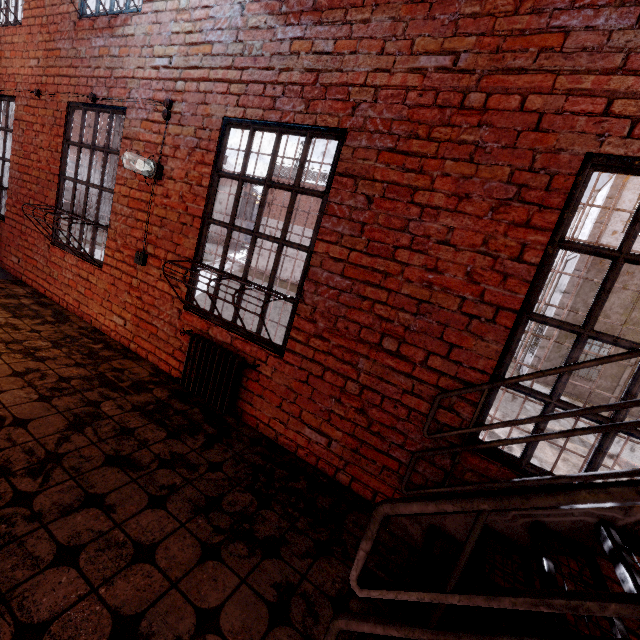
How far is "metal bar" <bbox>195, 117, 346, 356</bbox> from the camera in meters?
2.8

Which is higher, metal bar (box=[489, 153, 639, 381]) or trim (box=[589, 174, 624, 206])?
trim (box=[589, 174, 624, 206])

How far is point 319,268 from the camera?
2.74m

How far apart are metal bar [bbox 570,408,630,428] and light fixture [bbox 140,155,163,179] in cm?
371

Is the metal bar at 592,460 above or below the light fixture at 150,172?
below

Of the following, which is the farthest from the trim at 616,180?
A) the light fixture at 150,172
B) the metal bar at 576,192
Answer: the light fixture at 150,172

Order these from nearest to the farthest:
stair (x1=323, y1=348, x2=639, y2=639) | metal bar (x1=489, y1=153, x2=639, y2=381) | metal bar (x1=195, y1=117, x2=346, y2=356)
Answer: stair (x1=323, y1=348, x2=639, y2=639), metal bar (x1=489, y1=153, x2=639, y2=381), metal bar (x1=195, y1=117, x2=346, y2=356)

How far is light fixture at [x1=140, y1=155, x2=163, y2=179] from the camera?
3.49m
